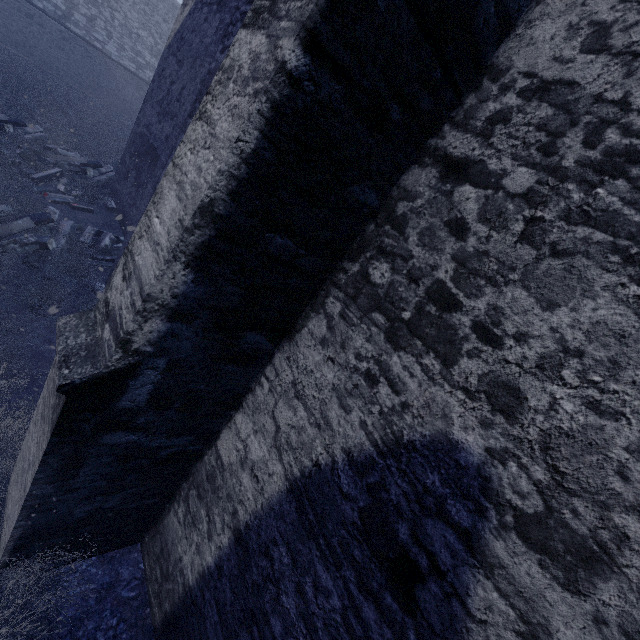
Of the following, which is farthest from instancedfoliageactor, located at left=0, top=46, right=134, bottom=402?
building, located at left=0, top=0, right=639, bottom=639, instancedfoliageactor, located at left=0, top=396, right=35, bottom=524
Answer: instancedfoliageactor, located at left=0, top=396, right=35, bottom=524

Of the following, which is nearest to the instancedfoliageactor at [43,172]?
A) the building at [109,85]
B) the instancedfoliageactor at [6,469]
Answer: the building at [109,85]

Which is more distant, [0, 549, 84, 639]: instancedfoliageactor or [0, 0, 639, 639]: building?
[0, 549, 84, 639]: instancedfoliageactor

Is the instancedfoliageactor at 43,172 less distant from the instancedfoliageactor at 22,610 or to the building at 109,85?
the building at 109,85

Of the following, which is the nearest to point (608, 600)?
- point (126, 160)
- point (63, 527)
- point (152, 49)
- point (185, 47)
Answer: point (63, 527)

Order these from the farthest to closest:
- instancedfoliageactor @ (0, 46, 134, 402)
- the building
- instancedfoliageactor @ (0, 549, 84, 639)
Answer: instancedfoliageactor @ (0, 46, 134, 402), instancedfoliageactor @ (0, 549, 84, 639), the building
